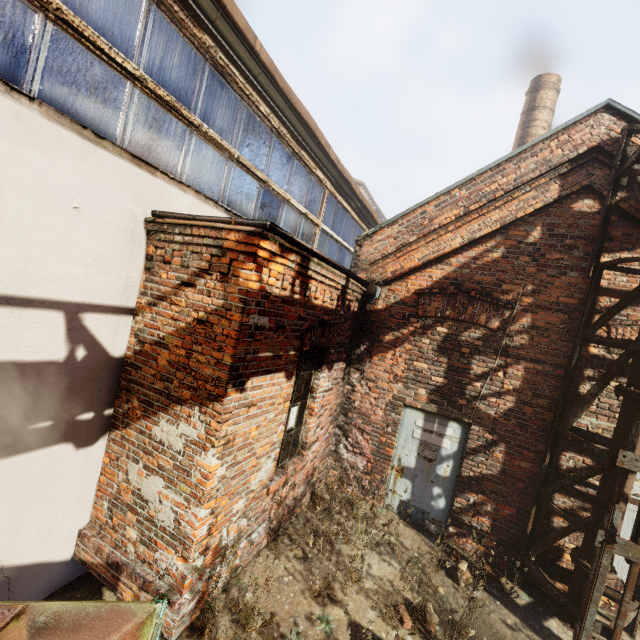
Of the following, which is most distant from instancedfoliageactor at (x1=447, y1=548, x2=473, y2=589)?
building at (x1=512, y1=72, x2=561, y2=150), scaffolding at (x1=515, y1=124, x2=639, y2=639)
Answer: building at (x1=512, y1=72, x2=561, y2=150)

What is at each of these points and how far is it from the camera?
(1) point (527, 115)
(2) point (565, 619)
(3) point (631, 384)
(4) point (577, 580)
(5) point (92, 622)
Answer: (1) building, 11.1m
(2) pipe, 4.3m
(3) pipe, 4.1m
(4) pipe, 4.2m
(5) trash container, 1.9m

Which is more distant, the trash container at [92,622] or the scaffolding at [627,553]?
the scaffolding at [627,553]

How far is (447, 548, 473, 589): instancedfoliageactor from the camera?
4.0m

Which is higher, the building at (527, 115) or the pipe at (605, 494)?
the building at (527, 115)

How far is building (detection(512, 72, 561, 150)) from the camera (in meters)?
10.80

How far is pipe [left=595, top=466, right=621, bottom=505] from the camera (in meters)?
4.10
